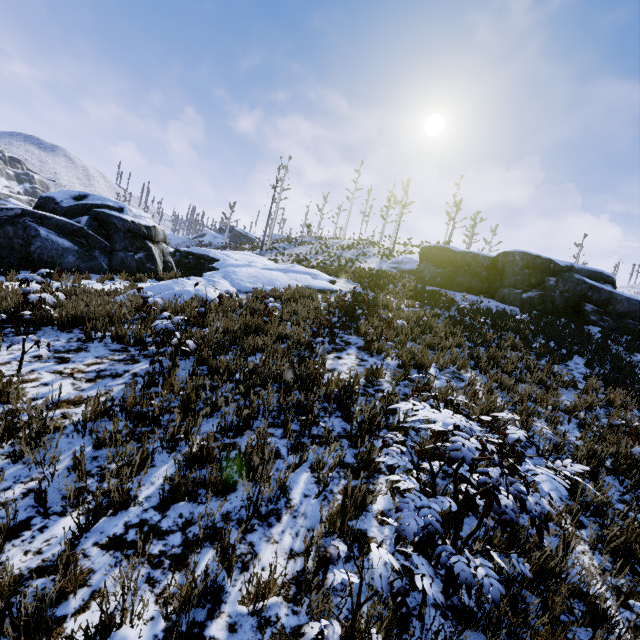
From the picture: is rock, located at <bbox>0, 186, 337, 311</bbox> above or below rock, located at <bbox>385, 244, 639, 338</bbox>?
below

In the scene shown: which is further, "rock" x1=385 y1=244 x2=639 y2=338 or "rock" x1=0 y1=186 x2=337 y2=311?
"rock" x1=385 y1=244 x2=639 y2=338

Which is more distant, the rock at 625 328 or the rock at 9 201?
the rock at 625 328

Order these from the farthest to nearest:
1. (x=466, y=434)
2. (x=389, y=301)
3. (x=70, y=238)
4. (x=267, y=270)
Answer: (x=267, y=270) < (x=389, y=301) < (x=70, y=238) < (x=466, y=434)

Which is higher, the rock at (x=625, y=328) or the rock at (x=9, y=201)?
the rock at (x=625, y=328)
